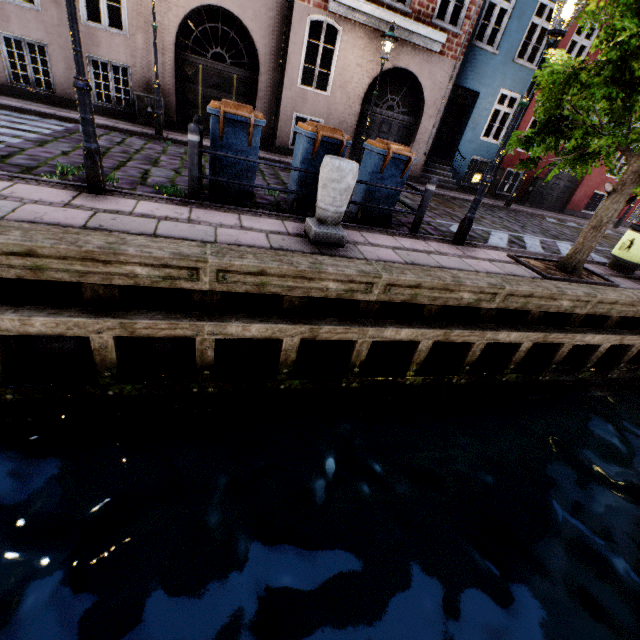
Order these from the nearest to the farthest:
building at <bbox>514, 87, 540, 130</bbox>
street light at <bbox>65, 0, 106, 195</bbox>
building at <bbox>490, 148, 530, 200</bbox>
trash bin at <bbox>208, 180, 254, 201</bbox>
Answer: street light at <bbox>65, 0, 106, 195</bbox>, trash bin at <bbox>208, 180, 254, 201</bbox>, building at <bbox>514, 87, 540, 130</bbox>, building at <bbox>490, 148, 530, 200</bbox>

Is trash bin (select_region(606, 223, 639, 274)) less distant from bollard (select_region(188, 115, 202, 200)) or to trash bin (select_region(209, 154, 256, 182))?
trash bin (select_region(209, 154, 256, 182))

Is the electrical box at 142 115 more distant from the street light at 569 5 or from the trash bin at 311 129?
the trash bin at 311 129

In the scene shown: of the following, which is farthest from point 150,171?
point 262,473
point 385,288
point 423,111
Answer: point 423,111

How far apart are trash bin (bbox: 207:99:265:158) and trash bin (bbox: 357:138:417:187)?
1.9m

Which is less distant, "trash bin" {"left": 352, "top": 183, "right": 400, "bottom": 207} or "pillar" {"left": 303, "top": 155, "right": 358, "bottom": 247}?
"pillar" {"left": 303, "top": 155, "right": 358, "bottom": 247}

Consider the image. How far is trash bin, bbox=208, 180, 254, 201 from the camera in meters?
5.3 m

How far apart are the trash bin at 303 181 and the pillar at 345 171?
0.93m
